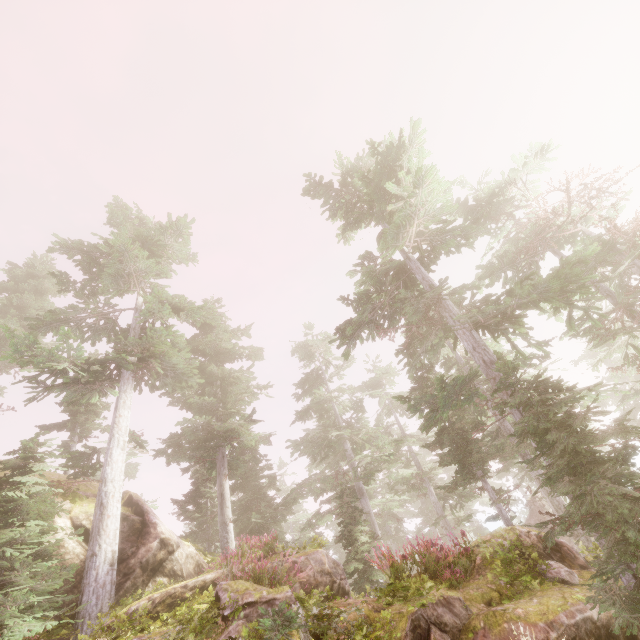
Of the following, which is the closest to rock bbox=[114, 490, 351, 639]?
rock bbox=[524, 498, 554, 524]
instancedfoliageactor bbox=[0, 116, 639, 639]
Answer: instancedfoliageactor bbox=[0, 116, 639, 639]

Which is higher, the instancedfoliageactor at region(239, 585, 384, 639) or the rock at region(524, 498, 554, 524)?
the rock at region(524, 498, 554, 524)

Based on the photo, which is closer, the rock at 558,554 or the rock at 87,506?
the rock at 558,554

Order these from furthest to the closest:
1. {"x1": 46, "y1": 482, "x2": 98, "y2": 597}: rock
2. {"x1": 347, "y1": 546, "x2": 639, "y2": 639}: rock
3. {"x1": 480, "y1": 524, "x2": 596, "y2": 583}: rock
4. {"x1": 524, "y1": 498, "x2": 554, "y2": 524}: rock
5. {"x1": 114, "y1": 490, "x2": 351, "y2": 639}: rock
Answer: {"x1": 524, "y1": 498, "x2": 554, "y2": 524}: rock
{"x1": 46, "y1": 482, "x2": 98, "y2": 597}: rock
{"x1": 480, "y1": 524, "x2": 596, "y2": 583}: rock
{"x1": 114, "y1": 490, "x2": 351, "y2": 639}: rock
{"x1": 347, "y1": 546, "x2": 639, "y2": 639}: rock

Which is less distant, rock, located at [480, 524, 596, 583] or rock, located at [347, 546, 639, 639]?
rock, located at [347, 546, 639, 639]

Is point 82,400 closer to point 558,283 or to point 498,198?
point 558,283

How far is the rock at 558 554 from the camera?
7.8m
